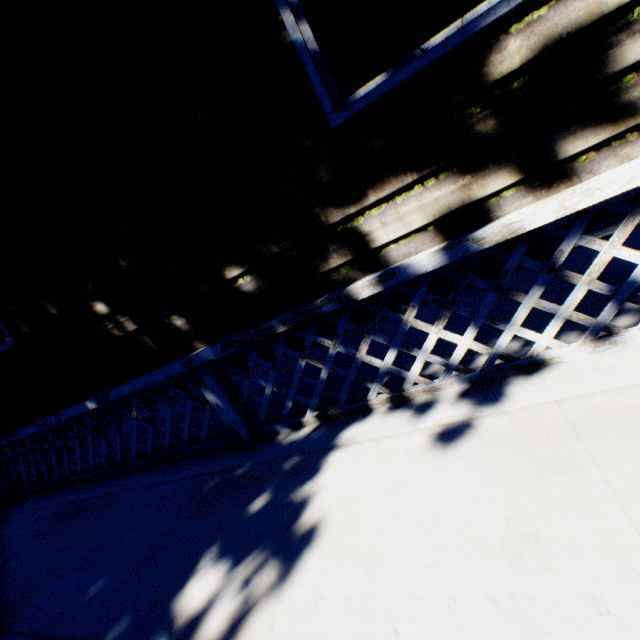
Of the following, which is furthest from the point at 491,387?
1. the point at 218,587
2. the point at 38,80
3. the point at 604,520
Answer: the point at 38,80
